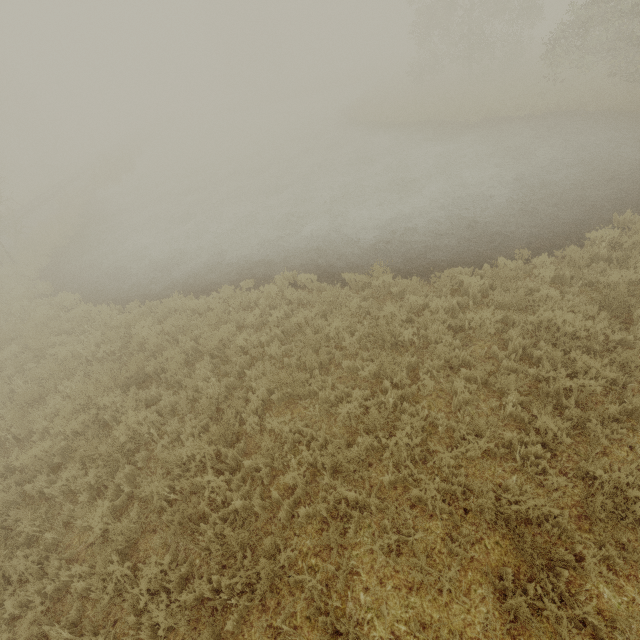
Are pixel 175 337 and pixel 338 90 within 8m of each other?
no
